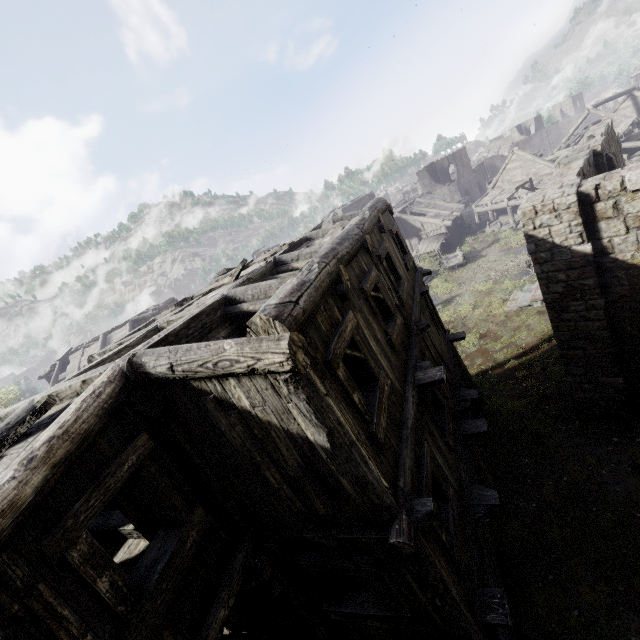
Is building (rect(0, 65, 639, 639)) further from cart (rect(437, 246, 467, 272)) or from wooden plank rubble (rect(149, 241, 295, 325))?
cart (rect(437, 246, 467, 272))

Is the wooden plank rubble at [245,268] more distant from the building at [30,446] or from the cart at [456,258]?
the cart at [456,258]

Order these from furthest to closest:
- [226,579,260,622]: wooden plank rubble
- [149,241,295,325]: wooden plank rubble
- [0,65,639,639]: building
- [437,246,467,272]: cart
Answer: [437,246,467,272]: cart < [149,241,295,325]: wooden plank rubble < [226,579,260,622]: wooden plank rubble < [0,65,639,639]: building

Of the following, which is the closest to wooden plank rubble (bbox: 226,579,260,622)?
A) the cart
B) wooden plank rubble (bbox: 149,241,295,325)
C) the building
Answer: the building

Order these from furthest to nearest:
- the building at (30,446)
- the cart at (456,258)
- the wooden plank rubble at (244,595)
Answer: the cart at (456,258) → the wooden plank rubble at (244,595) → the building at (30,446)

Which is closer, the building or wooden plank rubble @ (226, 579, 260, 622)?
the building

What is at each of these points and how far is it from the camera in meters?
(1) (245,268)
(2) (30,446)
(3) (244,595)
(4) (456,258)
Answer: (1) wooden plank rubble, 8.9
(2) building, 3.2
(3) wooden plank rubble, 5.1
(4) cart, 29.7
